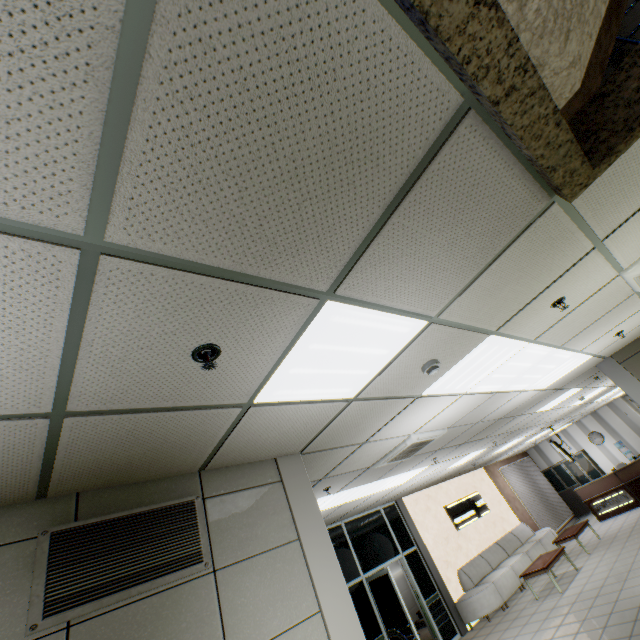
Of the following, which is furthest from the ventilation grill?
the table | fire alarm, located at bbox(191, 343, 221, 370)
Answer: the table

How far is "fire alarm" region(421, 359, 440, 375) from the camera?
2.8m

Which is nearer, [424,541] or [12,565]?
[12,565]

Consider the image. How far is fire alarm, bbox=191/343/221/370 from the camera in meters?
1.6

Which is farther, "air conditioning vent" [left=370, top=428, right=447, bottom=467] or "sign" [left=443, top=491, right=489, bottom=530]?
"sign" [left=443, top=491, right=489, bottom=530]

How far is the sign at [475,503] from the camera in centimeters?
1076cm

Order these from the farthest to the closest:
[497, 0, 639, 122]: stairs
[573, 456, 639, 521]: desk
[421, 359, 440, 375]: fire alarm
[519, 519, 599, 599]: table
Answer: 1. [573, 456, 639, 521]: desk
2. [519, 519, 599, 599]: table
3. [421, 359, 440, 375]: fire alarm
4. [497, 0, 639, 122]: stairs

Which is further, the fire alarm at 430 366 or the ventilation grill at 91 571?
the fire alarm at 430 366
